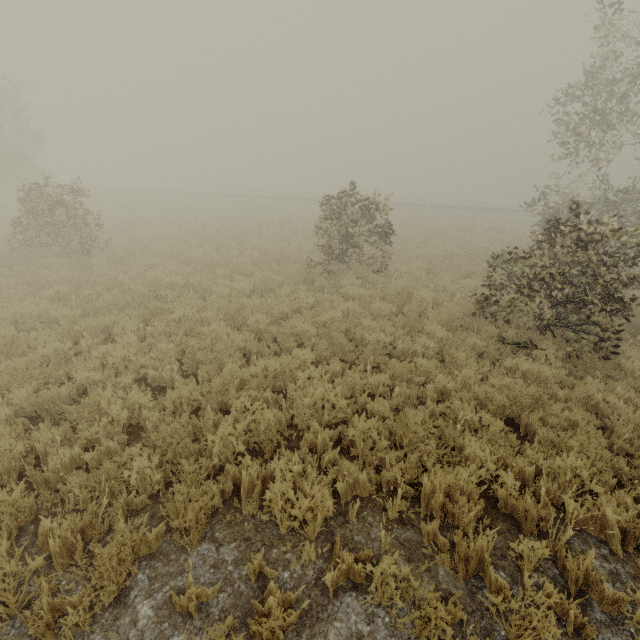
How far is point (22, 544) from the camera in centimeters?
331cm
